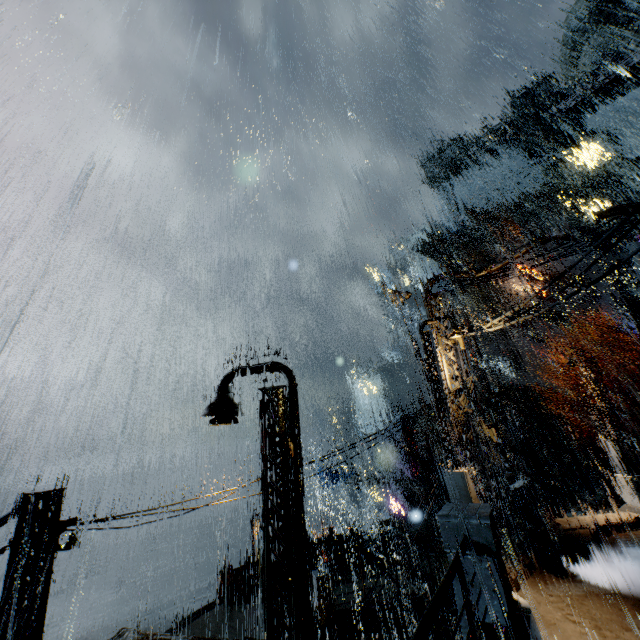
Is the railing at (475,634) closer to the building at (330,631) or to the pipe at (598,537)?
the building at (330,631)

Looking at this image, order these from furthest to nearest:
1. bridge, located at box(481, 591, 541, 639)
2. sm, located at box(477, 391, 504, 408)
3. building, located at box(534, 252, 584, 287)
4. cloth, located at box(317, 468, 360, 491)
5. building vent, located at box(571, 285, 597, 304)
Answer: building, located at box(534, 252, 584, 287) < building vent, located at box(571, 285, 597, 304) < cloth, located at box(317, 468, 360, 491) < sm, located at box(477, 391, 504, 408) < bridge, located at box(481, 591, 541, 639)

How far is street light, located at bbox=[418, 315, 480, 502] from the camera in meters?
9.2

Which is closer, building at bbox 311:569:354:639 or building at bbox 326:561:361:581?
building at bbox 311:569:354:639

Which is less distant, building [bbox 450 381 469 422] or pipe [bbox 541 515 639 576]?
pipe [bbox 541 515 639 576]

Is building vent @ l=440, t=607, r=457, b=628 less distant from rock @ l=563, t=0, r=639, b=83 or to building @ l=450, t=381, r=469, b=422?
building @ l=450, t=381, r=469, b=422

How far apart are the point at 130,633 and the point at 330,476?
31.8 meters

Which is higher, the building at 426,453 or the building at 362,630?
the building at 426,453
